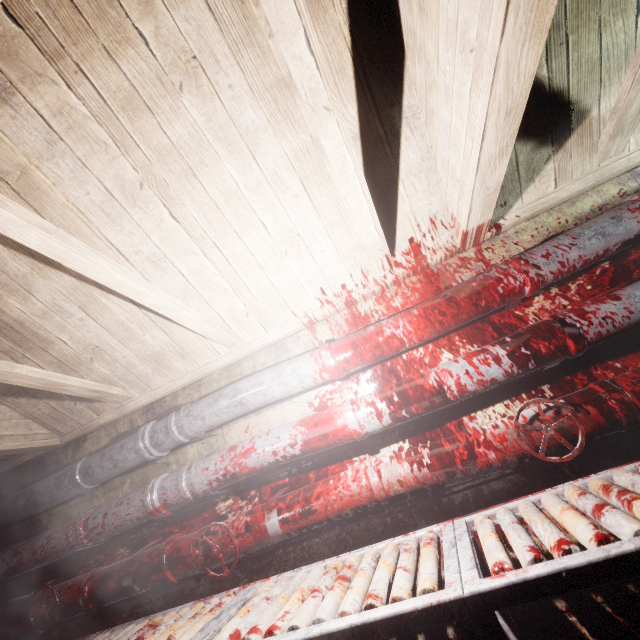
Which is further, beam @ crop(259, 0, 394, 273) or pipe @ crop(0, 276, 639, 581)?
pipe @ crop(0, 276, 639, 581)

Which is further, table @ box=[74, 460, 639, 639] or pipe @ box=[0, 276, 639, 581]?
pipe @ box=[0, 276, 639, 581]

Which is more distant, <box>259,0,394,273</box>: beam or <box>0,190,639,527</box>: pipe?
<box>0,190,639,527</box>: pipe

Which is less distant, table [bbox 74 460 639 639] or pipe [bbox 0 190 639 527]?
table [bbox 74 460 639 639]

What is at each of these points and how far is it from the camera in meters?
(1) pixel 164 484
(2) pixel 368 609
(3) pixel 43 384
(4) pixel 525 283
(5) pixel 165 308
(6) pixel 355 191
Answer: (1) pipe, 1.8 m
(2) table, 0.9 m
(3) beam, 1.8 m
(4) pipe, 1.5 m
(5) beam, 1.6 m
(6) beam, 1.3 m

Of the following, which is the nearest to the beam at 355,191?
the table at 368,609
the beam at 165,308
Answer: the beam at 165,308

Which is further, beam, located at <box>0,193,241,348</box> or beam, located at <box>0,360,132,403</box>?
beam, located at <box>0,360,132,403</box>

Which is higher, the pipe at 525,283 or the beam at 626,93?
the beam at 626,93
